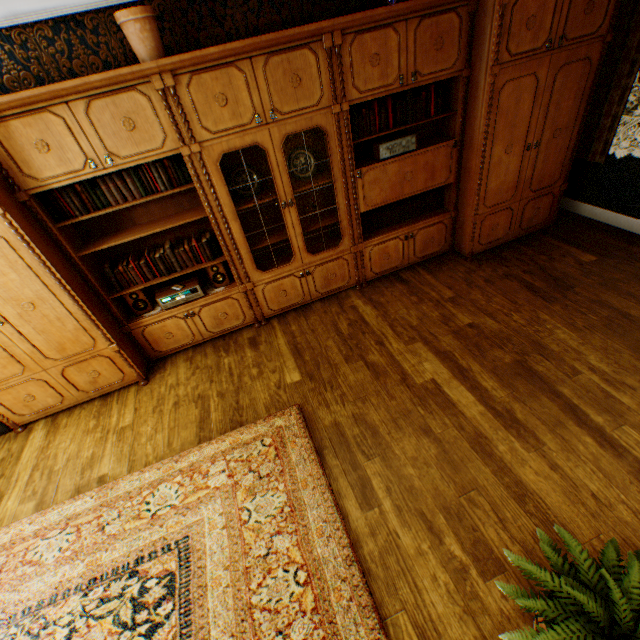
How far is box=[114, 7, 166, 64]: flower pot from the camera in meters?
2.3 m

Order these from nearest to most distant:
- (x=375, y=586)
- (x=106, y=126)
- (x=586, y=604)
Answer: (x=586, y=604) < (x=375, y=586) < (x=106, y=126)

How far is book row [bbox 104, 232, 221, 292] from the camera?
3.2m

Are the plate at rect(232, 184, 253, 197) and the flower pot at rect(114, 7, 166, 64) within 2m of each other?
yes

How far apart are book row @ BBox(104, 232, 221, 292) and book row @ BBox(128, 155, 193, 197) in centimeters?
53cm

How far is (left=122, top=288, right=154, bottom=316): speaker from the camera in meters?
3.3 m

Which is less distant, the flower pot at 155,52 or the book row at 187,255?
the flower pot at 155,52

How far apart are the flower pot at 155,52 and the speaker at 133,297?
1.9 meters
